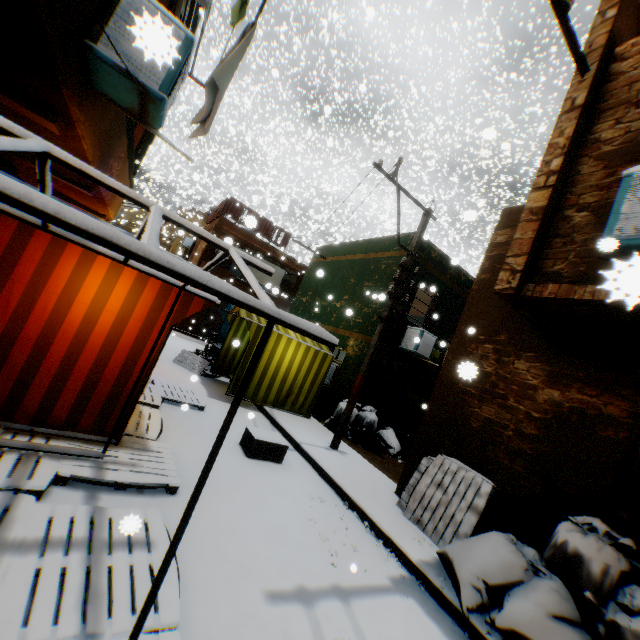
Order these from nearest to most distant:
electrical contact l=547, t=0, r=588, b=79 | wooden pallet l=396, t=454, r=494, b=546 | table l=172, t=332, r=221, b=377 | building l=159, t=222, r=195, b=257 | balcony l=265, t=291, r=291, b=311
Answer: electrical contact l=547, t=0, r=588, b=79
wooden pallet l=396, t=454, r=494, b=546
table l=172, t=332, r=221, b=377
building l=159, t=222, r=195, b=257
balcony l=265, t=291, r=291, b=311

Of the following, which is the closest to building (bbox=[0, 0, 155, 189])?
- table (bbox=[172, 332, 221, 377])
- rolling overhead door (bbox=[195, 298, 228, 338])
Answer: rolling overhead door (bbox=[195, 298, 228, 338])

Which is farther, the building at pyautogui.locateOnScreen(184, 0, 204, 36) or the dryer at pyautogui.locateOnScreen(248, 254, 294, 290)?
the dryer at pyautogui.locateOnScreen(248, 254, 294, 290)

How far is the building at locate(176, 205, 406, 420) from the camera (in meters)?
10.82

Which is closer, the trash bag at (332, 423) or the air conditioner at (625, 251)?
the air conditioner at (625, 251)

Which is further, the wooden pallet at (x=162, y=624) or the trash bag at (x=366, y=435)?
the trash bag at (x=366, y=435)

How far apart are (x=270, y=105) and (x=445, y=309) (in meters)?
41.23
